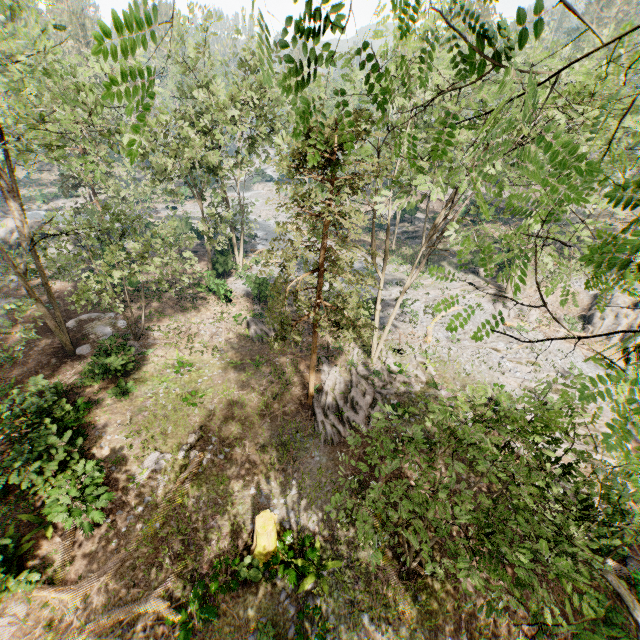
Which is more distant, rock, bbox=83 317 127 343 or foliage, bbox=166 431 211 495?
rock, bbox=83 317 127 343

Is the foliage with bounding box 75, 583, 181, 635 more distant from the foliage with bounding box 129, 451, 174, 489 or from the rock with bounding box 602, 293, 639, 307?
the foliage with bounding box 129, 451, 174, 489

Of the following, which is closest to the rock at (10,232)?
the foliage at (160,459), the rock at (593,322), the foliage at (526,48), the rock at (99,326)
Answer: the foliage at (526,48)

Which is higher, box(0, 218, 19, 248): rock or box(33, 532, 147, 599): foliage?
box(0, 218, 19, 248): rock

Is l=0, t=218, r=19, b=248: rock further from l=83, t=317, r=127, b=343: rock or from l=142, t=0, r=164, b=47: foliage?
l=83, t=317, r=127, b=343: rock

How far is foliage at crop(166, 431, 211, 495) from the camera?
14.05m

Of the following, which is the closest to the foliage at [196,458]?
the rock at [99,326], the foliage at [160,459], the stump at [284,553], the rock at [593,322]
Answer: the rock at [593,322]

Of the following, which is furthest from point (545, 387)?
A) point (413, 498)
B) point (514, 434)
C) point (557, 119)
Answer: point (514, 434)
